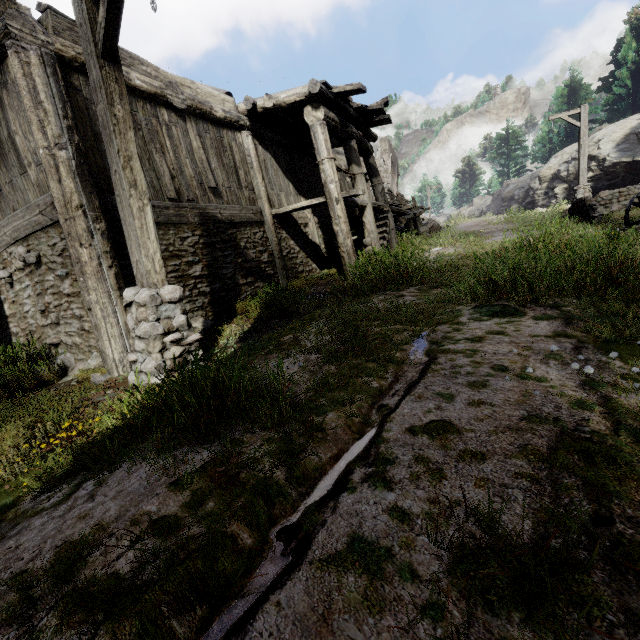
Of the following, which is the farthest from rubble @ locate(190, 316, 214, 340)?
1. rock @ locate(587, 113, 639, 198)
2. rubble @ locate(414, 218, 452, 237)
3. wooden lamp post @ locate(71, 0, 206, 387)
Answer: rock @ locate(587, 113, 639, 198)

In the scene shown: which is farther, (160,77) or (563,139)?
(563,139)

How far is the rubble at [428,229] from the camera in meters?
15.4

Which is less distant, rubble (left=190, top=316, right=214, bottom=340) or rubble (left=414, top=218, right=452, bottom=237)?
rubble (left=190, top=316, right=214, bottom=340)

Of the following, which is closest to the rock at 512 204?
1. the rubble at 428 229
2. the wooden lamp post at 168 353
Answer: the rubble at 428 229

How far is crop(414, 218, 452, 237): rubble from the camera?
15.4m

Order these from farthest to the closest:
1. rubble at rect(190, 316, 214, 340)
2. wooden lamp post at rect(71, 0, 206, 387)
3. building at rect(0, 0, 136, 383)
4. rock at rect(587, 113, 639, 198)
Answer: rock at rect(587, 113, 639, 198) < rubble at rect(190, 316, 214, 340) < building at rect(0, 0, 136, 383) < wooden lamp post at rect(71, 0, 206, 387)

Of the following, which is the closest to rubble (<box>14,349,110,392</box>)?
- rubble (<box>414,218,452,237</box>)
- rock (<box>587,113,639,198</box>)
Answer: rubble (<box>414,218,452,237</box>)
